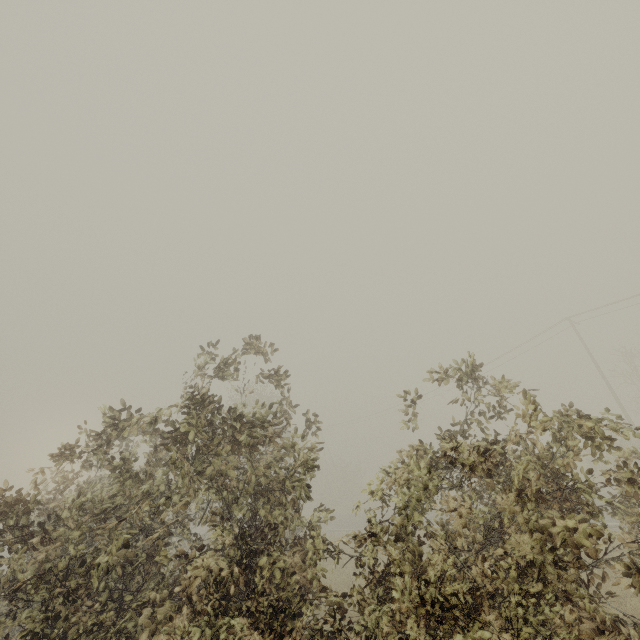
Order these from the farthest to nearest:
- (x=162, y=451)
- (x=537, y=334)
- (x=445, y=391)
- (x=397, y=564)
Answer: (x=445, y=391)
(x=537, y=334)
(x=162, y=451)
(x=397, y=564)
